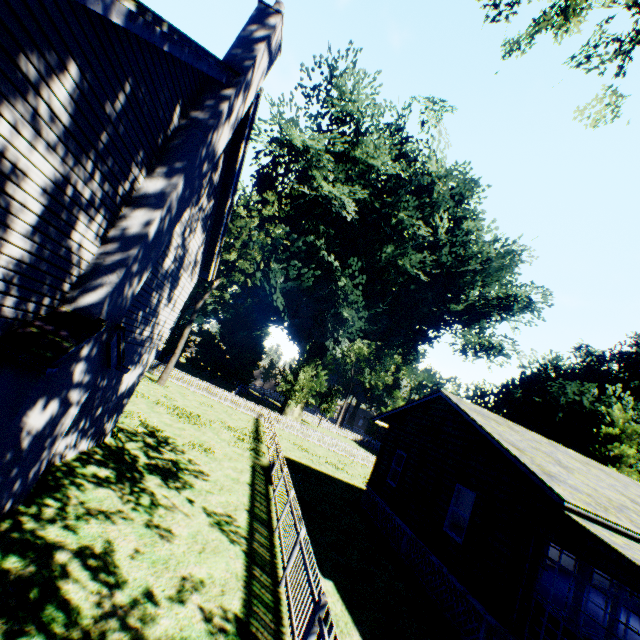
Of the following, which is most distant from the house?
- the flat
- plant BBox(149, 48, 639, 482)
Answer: plant BBox(149, 48, 639, 482)

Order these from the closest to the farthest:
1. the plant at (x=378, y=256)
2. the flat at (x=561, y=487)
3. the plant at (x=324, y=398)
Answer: the flat at (x=561, y=487), the plant at (x=378, y=256), the plant at (x=324, y=398)

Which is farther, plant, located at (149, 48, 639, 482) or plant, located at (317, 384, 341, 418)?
plant, located at (317, 384, 341, 418)

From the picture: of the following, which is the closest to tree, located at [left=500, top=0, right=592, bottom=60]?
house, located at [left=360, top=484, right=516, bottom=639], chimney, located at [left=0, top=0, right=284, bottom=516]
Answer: chimney, located at [left=0, top=0, right=284, bottom=516]

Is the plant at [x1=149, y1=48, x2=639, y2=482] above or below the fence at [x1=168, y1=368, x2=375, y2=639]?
above

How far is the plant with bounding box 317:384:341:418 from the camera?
48.9m

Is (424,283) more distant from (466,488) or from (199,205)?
(199,205)

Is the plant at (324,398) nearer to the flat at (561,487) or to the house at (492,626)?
the flat at (561,487)
